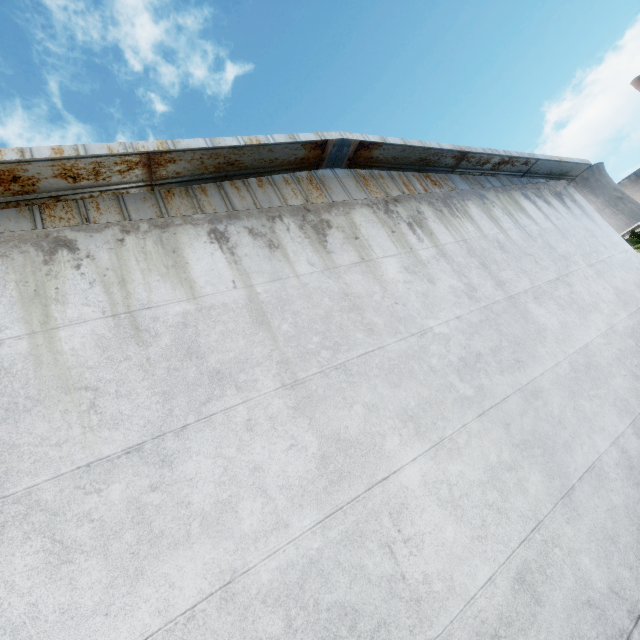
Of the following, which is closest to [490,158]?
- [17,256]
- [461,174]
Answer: [461,174]
